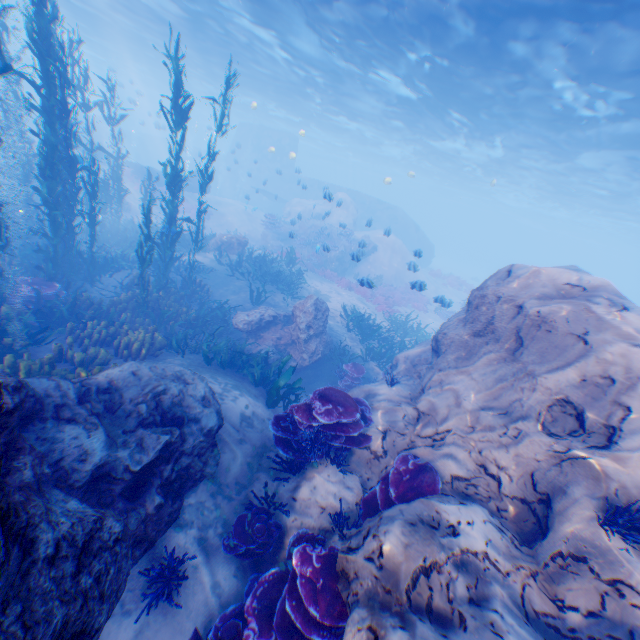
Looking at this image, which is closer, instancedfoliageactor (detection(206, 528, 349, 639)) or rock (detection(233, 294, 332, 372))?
instancedfoliageactor (detection(206, 528, 349, 639))

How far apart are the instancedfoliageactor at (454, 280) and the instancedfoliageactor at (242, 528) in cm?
3089

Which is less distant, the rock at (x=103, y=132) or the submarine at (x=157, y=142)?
the rock at (x=103, y=132)

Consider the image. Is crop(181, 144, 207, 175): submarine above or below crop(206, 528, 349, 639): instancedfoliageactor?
above

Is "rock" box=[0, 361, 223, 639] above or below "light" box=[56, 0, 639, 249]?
below

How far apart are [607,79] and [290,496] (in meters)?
18.53

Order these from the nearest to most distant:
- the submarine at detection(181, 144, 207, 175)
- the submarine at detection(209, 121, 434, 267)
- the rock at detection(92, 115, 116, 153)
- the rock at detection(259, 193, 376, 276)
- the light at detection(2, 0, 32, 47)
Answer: the rock at detection(259, 193, 376, 276) → the light at detection(2, 0, 32, 47) → the rock at detection(92, 115, 116, 153) → the submarine at detection(209, 121, 434, 267) → the submarine at detection(181, 144, 207, 175)

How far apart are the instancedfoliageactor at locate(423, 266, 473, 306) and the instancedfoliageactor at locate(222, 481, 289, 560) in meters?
30.9
